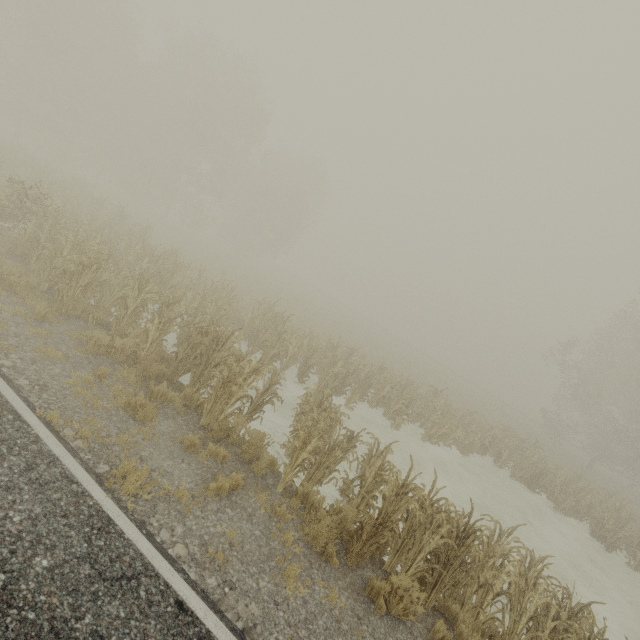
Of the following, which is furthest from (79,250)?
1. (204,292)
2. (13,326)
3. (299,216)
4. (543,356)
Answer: (543,356)
